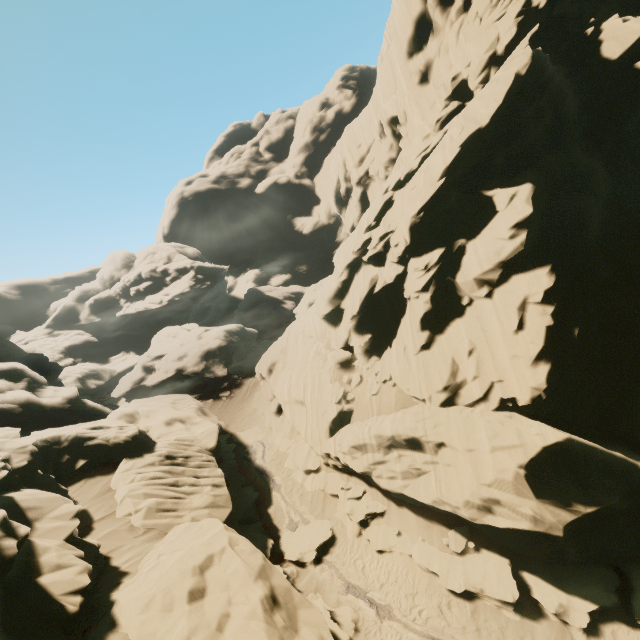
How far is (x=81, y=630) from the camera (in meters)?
8.89

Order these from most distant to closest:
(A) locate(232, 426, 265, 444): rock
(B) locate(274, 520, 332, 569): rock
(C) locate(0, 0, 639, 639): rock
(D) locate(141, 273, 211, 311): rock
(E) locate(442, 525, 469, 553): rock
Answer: (D) locate(141, 273, 211, 311): rock
(A) locate(232, 426, 265, 444): rock
(B) locate(274, 520, 332, 569): rock
(E) locate(442, 525, 469, 553): rock
(C) locate(0, 0, 639, 639): rock

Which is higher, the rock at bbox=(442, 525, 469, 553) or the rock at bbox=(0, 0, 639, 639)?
the rock at bbox=(0, 0, 639, 639)

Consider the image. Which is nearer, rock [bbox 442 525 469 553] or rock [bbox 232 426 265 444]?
rock [bbox 442 525 469 553]

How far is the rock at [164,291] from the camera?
57.53m

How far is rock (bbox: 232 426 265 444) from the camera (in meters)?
26.19

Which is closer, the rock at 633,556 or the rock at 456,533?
the rock at 633,556
